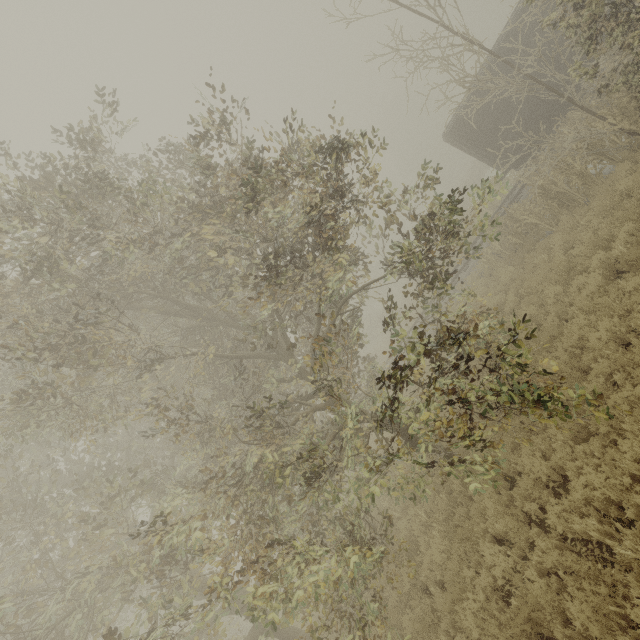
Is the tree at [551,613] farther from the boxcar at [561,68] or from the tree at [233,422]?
the boxcar at [561,68]

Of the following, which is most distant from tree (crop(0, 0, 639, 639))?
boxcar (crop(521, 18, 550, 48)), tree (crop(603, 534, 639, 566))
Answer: boxcar (crop(521, 18, 550, 48))

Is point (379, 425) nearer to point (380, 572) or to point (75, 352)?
point (380, 572)

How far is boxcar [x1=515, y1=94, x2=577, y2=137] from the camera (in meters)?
14.02

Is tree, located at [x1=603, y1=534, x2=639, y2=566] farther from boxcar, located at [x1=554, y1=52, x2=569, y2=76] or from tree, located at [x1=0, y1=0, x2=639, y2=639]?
boxcar, located at [x1=554, y1=52, x2=569, y2=76]
